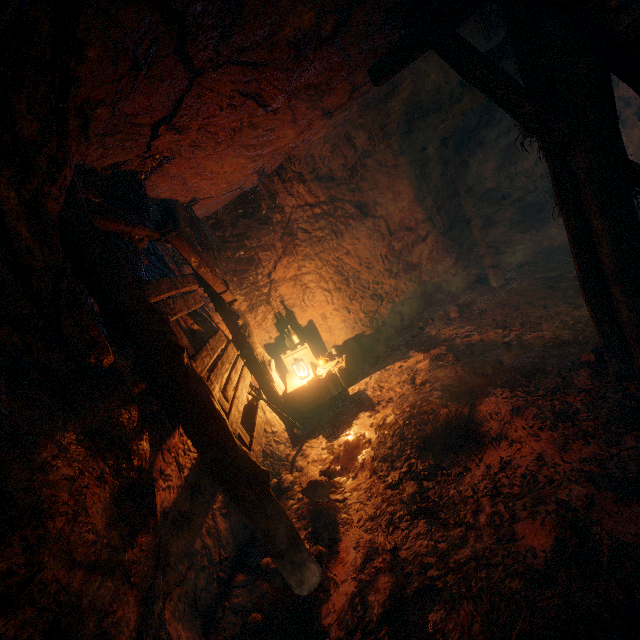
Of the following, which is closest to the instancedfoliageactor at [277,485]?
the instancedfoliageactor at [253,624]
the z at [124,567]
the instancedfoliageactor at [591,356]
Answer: the z at [124,567]

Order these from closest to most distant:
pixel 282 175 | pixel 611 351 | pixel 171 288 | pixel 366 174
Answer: pixel 611 351 < pixel 171 288 < pixel 282 175 < pixel 366 174

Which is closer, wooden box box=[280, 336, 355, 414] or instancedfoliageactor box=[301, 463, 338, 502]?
instancedfoliageactor box=[301, 463, 338, 502]

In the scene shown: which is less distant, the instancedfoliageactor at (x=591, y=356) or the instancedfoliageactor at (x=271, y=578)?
the instancedfoliageactor at (x=271, y=578)

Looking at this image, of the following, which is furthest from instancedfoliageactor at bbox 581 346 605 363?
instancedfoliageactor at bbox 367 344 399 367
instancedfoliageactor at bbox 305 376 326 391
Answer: instancedfoliageactor at bbox 305 376 326 391

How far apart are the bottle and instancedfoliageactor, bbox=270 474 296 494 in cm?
301

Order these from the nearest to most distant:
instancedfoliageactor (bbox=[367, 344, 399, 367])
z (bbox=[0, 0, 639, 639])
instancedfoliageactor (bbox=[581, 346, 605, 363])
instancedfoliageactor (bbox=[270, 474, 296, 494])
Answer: z (bbox=[0, 0, 639, 639])
instancedfoliageactor (bbox=[581, 346, 605, 363])
instancedfoliageactor (bbox=[270, 474, 296, 494])
instancedfoliageactor (bbox=[367, 344, 399, 367])

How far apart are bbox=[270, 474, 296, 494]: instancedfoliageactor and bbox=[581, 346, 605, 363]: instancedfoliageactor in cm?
411
